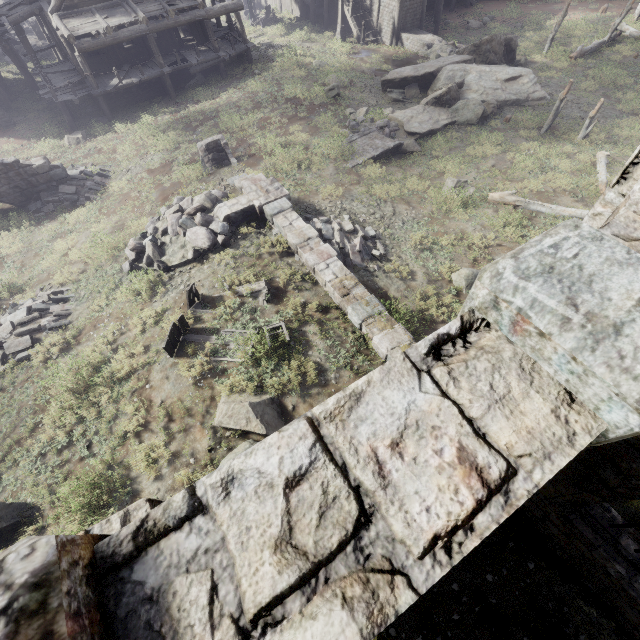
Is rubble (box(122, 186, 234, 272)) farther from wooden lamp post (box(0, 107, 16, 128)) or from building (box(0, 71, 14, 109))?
wooden lamp post (box(0, 107, 16, 128))

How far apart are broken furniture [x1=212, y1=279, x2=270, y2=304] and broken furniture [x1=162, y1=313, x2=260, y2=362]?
0.96m

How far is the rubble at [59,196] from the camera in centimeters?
1580cm

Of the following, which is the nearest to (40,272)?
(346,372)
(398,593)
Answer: (346,372)

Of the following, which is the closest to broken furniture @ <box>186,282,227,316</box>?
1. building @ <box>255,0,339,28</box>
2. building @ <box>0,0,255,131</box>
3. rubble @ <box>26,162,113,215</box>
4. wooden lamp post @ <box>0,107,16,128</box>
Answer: rubble @ <box>26,162,113,215</box>

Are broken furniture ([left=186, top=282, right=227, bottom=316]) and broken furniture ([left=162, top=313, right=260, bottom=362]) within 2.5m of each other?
yes

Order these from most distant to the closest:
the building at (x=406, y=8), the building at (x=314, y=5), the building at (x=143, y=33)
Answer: the building at (x=314, y=5) < the building at (x=406, y=8) < the building at (x=143, y=33)

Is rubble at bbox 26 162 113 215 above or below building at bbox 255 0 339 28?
above
